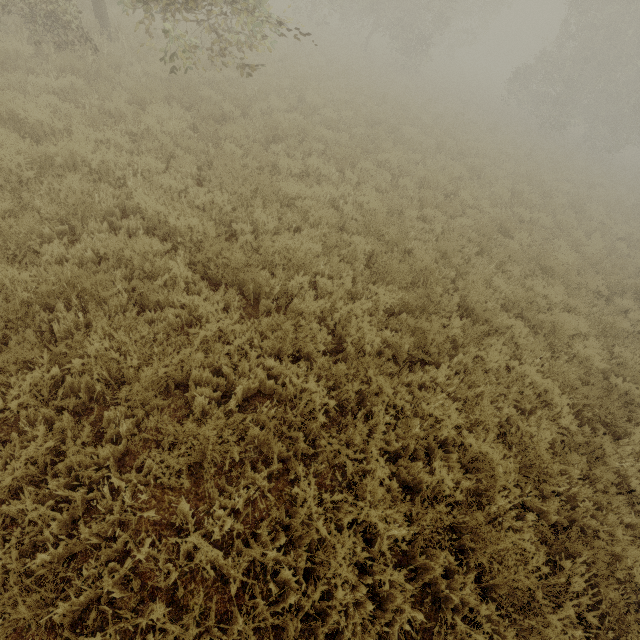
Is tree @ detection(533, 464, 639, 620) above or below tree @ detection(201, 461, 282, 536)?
below

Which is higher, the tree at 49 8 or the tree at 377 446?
the tree at 49 8

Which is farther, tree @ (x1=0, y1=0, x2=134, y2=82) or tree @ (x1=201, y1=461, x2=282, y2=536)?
tree @ (x1=0, y1=0, x2=134, y2=82)

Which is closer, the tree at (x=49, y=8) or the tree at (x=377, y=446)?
the tree at (x=377, y=446)

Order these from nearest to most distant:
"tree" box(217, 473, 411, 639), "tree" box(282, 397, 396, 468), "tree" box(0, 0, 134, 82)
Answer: "tree" box(217, 473, 411, 639) → "tree" box(282, 397, 396, 468) → "tree" box(0, 0, 134, 82)

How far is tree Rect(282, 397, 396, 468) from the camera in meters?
3.5 m

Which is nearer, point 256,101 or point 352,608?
point 352,608
